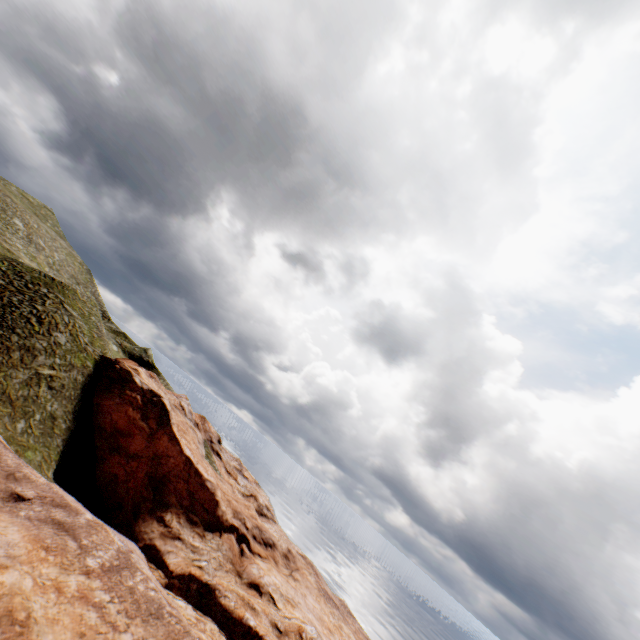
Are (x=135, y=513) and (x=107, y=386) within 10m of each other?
no
